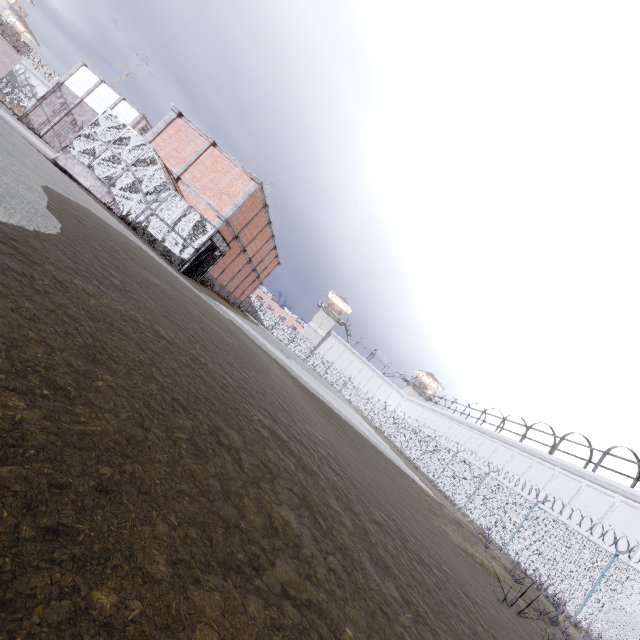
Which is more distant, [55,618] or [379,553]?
[379,553]

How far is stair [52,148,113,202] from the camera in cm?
1608

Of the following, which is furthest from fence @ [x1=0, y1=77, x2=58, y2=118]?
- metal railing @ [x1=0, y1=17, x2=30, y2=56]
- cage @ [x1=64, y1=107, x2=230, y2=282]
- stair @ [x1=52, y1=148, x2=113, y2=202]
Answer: stair @ [x1=52, y1=148, x2=113, y2=202]

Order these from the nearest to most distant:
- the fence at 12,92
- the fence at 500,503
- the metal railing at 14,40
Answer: the fence at 500,503
the metal railing at 14,40
the fence at 12,92

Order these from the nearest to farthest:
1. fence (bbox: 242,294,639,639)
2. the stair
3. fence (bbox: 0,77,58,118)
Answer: fence (bbox: 242,294,639,639), the stair, fence (bbox: 0,77,58,118)

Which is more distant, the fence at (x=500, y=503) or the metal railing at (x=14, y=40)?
the metal railing at (x=14, y=40)

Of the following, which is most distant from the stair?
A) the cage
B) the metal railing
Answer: the metal railing
